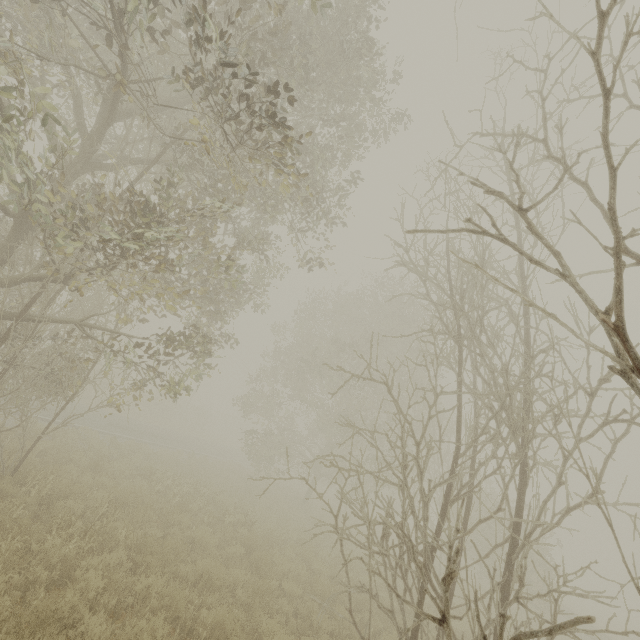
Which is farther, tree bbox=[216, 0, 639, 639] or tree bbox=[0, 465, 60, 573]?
tree bbox=[0, 465, 60, 573]

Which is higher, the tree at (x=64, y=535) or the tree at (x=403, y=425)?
the tree at (x=403, y=425)

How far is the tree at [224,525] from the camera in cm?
1012

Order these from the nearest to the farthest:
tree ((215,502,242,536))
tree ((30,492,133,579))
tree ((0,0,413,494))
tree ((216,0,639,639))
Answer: tree ((216,0,639,639)), tree ((0,0,413,494)), tree ((30,492,133,579)), tree ((215,502,242,536))

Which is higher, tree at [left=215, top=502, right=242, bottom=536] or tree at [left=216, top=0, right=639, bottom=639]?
tree at [left=216, top=0, right=639, bottom=639]

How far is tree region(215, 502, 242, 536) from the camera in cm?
1012

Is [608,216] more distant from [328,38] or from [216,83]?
[328,38]

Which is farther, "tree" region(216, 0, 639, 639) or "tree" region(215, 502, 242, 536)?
"tree" region(215, 502, 242, 536)
